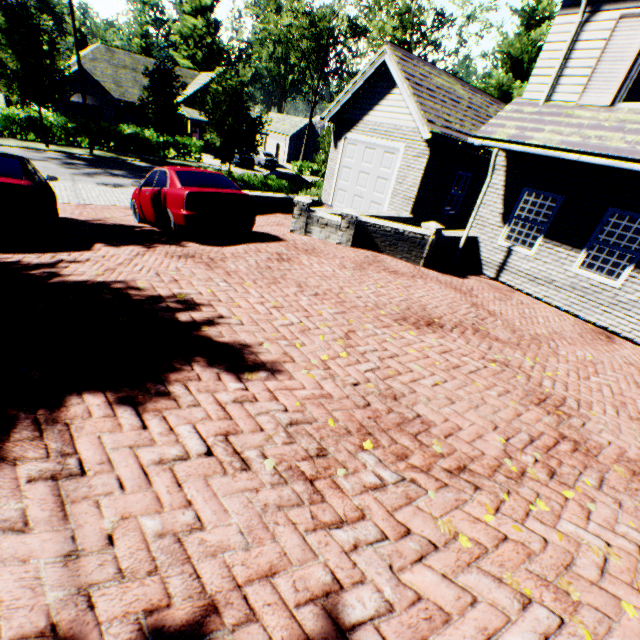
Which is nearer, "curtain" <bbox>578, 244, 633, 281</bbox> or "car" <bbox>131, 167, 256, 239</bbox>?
"car" <bbox>131, 167, 256, 239</bbox>

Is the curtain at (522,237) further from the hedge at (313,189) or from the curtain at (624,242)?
the hedge at (313,189)

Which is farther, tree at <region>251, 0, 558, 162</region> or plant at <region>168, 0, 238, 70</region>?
plant at <region>168, 0, 238, 70</region>

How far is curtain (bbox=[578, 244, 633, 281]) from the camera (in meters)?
7.66

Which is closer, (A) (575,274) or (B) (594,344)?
(B) (594,344)

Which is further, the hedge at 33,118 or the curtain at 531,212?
the hedge at 33,118

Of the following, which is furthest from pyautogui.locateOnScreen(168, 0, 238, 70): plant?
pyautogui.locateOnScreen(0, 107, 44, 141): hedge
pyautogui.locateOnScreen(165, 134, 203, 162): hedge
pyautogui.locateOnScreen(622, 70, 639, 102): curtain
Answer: pyautogui.locateOnScreen(622, 70, 639, 102): curtain

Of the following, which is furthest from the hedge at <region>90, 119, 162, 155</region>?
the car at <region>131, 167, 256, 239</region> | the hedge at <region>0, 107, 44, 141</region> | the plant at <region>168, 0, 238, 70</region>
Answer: the plant at <region>168, 0, 238, 70</region>
